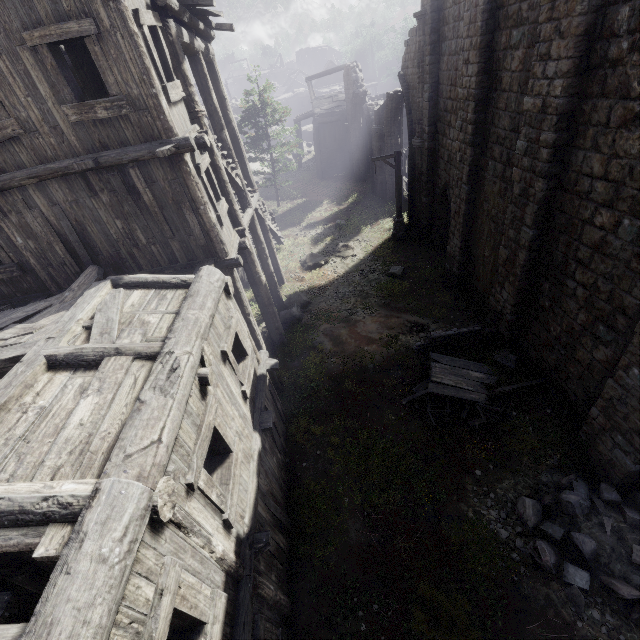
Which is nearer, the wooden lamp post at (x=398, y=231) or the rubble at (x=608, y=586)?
the rubble at (x=608, y=586)

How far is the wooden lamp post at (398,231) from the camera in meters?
16.8 m

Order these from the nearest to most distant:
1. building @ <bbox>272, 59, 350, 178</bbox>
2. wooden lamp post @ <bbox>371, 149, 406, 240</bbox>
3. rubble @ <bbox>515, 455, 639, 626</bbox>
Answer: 1. rubble @ <bbox>515, 455, 639, 626</bbox>
2. wooden lamp post @ <bbox>371, 149, 406, 240</bbox>
3. building @ <bbox>272, 59, 350, 178</bbox>

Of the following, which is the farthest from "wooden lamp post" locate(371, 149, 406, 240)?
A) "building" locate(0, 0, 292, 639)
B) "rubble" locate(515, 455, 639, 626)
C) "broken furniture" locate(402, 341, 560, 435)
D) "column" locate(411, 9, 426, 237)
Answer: "rubble" locate(515, 455, 639, 626)

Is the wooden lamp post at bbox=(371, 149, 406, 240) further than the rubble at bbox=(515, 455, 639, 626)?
Yes

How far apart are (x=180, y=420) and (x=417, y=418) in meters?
7.7

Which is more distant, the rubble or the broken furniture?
the broken furniture

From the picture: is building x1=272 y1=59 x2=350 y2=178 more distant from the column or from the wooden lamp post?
the wooden lamp post
